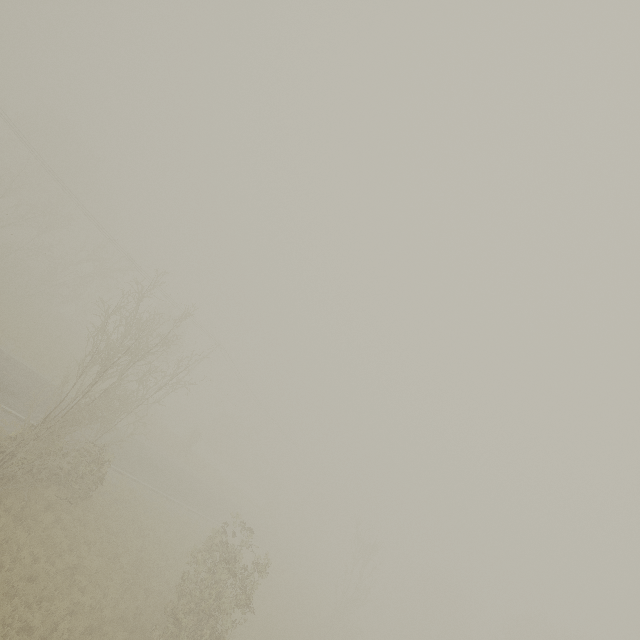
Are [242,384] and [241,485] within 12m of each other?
no
